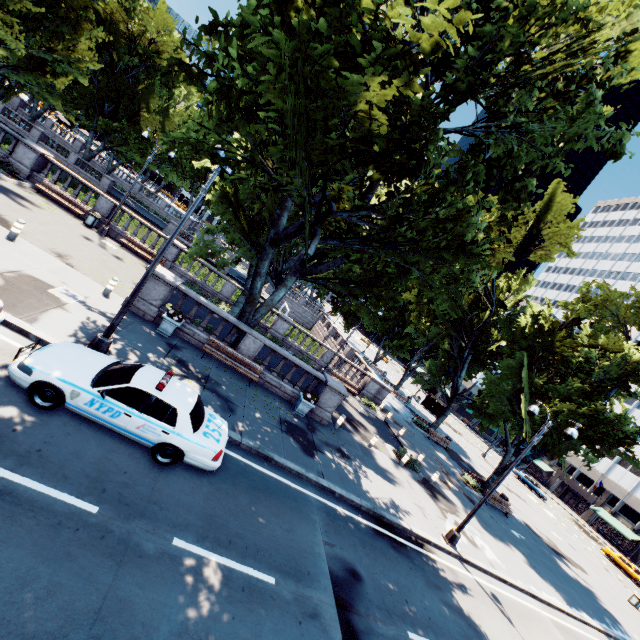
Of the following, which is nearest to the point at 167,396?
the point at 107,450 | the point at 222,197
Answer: the point at 107,450

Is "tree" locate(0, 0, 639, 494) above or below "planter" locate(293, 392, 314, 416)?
above

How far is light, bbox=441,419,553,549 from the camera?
13.8m

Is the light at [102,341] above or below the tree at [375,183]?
below

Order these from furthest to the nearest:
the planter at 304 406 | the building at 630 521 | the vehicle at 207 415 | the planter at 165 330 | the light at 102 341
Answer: the building at 630 521 → the planter at 304 406 → the planter at 165 330 → the light at 102 341 → the vehicle at 207 415

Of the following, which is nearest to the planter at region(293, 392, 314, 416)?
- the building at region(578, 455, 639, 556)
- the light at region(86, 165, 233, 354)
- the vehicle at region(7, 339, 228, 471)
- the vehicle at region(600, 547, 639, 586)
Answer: the vehicle at region(7, 339, 228, 471)

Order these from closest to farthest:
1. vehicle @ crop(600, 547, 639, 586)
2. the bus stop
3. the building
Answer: vehicle @ crop(600, 547, 639, 586), the bus stop, the building
